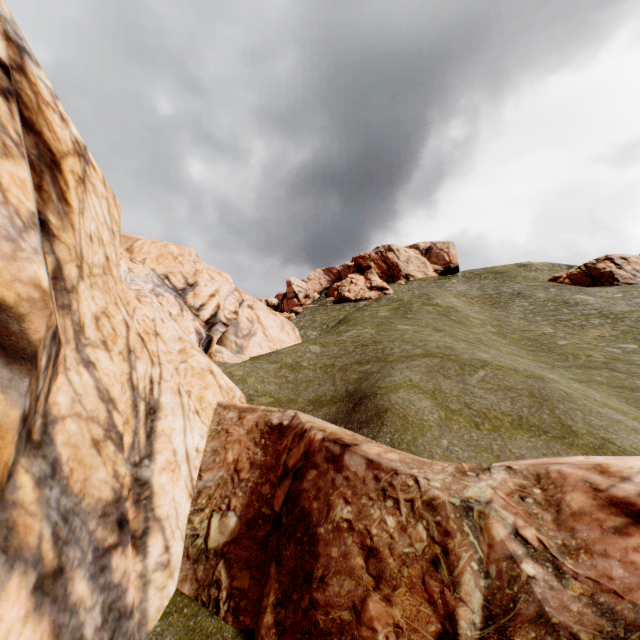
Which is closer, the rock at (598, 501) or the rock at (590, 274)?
the rock at (598, 501)

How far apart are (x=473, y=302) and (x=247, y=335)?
34.6m

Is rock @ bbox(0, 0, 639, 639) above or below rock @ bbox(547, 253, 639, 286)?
below

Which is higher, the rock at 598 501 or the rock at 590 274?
the rock at 590 274

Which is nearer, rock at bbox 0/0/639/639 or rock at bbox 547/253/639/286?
rock at bbox 0/0/639/639
